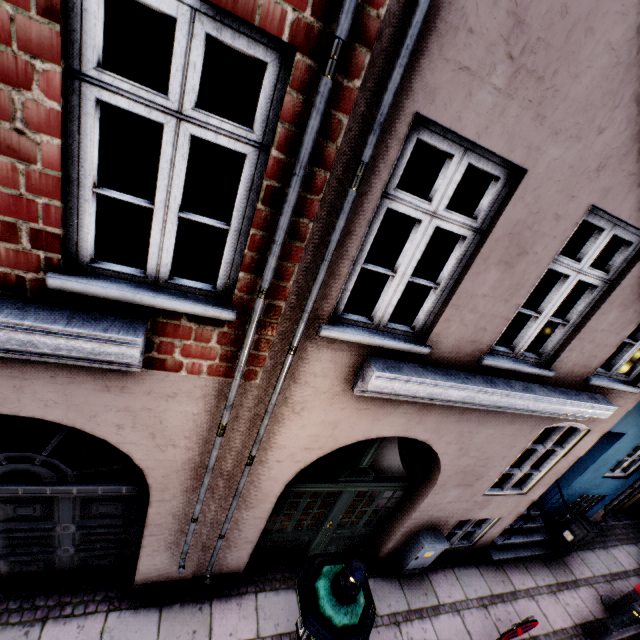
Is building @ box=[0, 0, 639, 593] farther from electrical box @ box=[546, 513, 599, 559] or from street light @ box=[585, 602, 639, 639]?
street light @ box=[585, 602, 639, 639]

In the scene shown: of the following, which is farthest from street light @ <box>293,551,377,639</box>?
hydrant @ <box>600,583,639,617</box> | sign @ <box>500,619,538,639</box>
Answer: sign @ <box>500,619,538,639</box>

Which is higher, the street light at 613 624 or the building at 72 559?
the building at 72 559

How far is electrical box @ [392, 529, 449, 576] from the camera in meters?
5.5 m

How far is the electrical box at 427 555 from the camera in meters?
5.5

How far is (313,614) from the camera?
1.9m

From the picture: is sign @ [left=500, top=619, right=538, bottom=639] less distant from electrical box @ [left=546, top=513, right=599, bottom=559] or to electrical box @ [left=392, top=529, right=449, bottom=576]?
electrical box @ [left=392, top=529, right=449, bottom=576]

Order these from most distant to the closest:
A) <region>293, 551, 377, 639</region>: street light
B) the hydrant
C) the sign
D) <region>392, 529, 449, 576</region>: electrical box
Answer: the hydrant → <region>392, 529, 449, 576</region>: electrical box → the sign → <region>293, 551, 377, 639</region>: street light
